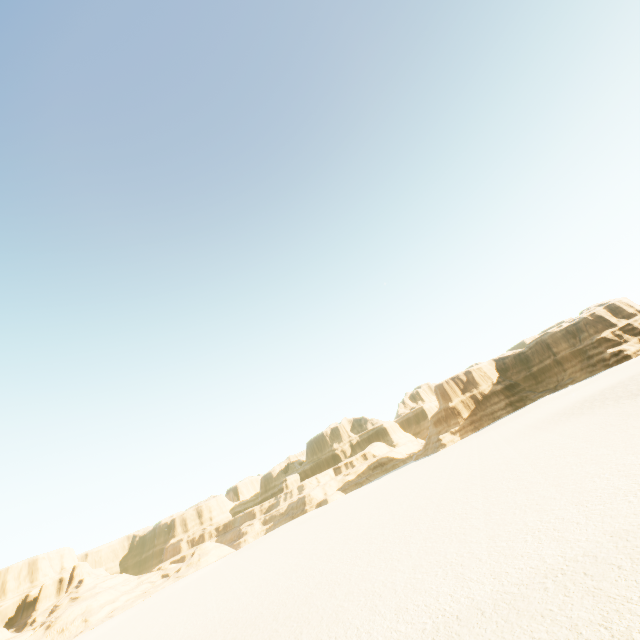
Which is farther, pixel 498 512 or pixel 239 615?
pixel 239 615
